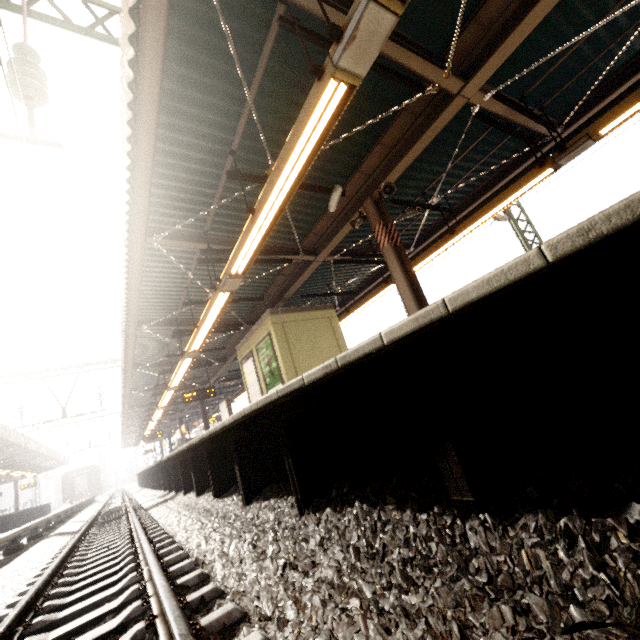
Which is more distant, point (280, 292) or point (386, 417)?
point (280, 292)

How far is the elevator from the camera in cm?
917

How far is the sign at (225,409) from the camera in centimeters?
1669cm

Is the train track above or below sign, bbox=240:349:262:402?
below

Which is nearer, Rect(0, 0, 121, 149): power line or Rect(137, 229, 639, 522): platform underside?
Rect(137, 229, 639, 522): platform underside

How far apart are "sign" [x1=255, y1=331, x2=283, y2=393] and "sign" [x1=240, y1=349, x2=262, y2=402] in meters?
0.3 m

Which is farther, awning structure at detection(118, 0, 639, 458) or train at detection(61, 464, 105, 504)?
train at detection(61, 464, 105, 504)

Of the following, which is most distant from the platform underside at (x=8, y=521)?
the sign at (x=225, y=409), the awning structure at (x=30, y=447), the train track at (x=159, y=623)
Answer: the sign at (x=225, y=409)
